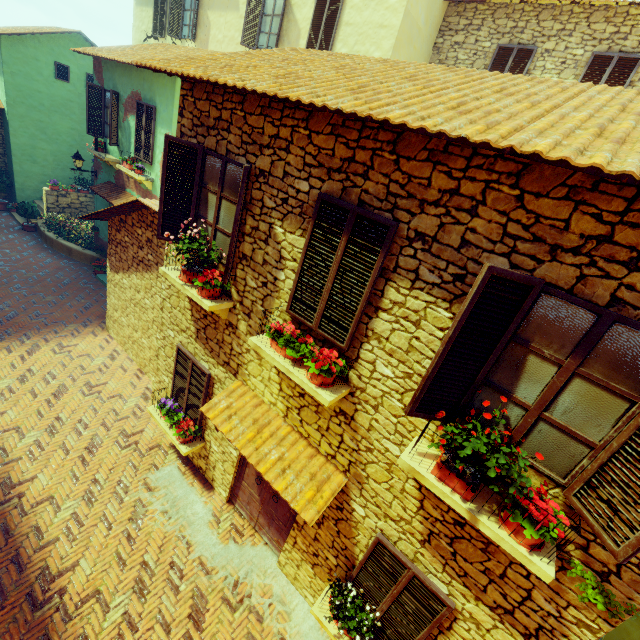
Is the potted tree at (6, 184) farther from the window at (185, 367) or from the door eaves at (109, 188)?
the window at (185, 367)

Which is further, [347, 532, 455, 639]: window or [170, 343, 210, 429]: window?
[170, 343, 210, 429]: window

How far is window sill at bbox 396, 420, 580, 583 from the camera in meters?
2.8 m

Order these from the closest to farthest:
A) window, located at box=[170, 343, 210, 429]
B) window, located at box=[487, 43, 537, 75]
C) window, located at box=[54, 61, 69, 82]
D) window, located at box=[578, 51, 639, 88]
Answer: window, located at box=[170, 343, 210, 429], window, located at box=[578, 51, 639, 88], window, located at box=[487, 43, 537, 75], window, located at box=[54, 61, 69, 82]

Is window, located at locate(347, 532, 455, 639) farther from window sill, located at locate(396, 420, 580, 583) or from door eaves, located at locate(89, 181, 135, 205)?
door eaves, located at locate(89, 181, 135, 205)

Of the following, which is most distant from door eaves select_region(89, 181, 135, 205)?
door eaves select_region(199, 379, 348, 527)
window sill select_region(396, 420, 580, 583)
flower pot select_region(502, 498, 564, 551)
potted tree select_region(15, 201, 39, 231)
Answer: flower pot select_region(502, 498, 564, 551)

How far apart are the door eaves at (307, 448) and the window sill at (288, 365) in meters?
1.0

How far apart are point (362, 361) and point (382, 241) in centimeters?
150cm
